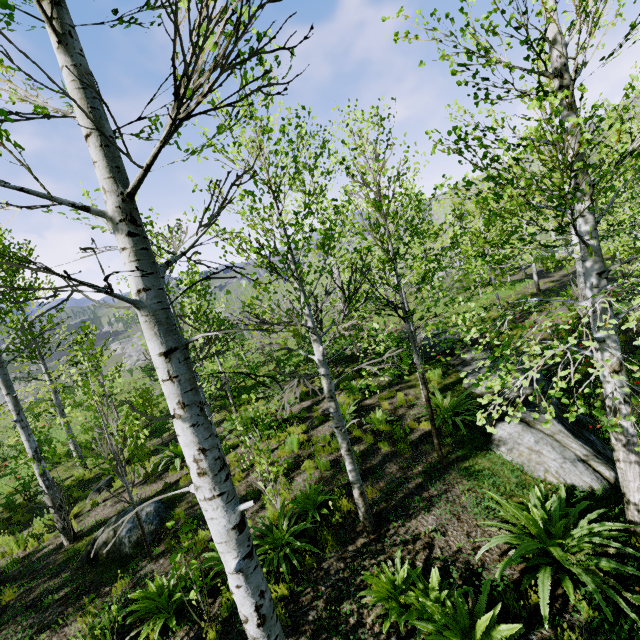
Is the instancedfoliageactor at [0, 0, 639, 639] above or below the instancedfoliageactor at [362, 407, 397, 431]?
below

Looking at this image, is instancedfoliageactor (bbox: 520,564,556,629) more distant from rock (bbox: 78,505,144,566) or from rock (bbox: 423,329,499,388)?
rock (bbox: 78,505,144,566)

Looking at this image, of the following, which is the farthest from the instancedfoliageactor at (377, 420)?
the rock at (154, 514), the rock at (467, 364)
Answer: the rock at (154, 514)

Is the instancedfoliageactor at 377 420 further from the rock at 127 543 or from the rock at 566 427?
the rock at 127 543

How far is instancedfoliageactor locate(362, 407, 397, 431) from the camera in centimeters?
833cm

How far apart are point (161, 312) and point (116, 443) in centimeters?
502cm

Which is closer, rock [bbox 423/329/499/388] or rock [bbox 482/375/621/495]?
rock [bbox 482/375/621/495]
